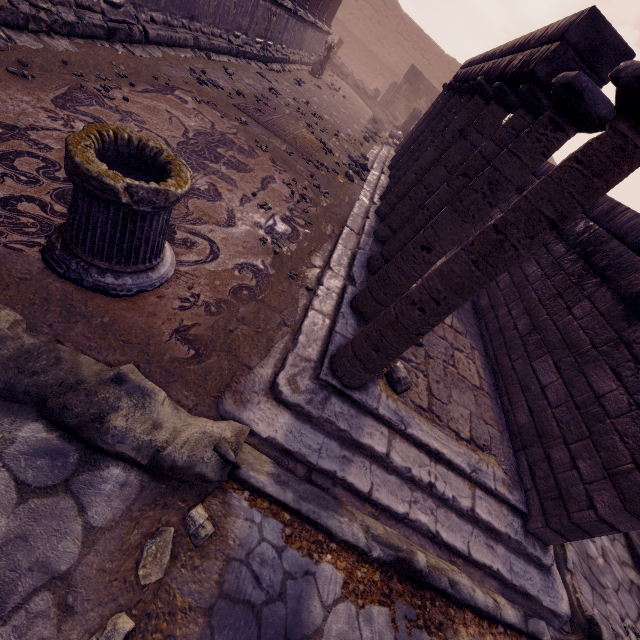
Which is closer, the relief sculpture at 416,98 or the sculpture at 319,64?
the sculpture at 319,64

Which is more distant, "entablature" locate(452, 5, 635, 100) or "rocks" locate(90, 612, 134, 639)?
"entablature" locate(452, 5, 635, 100)

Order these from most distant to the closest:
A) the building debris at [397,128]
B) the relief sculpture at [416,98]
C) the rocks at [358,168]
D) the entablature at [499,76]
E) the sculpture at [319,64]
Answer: the relief sculpture at [416,98], the building debris at [397,128], the sculpture at [319,64], the rocks at [358,168], the entablature at [499,76]

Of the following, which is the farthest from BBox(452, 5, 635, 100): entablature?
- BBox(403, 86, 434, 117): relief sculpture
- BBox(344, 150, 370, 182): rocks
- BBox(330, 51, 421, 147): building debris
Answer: BBox(403, 86, 434, 117): relief sculpture

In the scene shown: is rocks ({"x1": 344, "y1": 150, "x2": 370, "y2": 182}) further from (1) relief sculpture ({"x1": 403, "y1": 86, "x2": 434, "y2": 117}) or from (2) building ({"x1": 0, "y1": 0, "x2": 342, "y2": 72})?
(1) relief sculpture ({"x1": 403, "y1": 86, "x2": 434, "y2": 117})

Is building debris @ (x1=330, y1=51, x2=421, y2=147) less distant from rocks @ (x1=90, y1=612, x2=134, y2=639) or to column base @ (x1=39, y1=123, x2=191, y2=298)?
column base @ (x1=39, y1=123, x2=191, y2=298)

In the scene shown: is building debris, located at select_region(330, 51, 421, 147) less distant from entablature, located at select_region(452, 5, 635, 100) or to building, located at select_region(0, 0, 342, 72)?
building, located at select_region(0, 0, 342, 72)

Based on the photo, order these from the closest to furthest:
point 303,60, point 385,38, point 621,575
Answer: point 621,575 < point 303,60 < point 385,38
